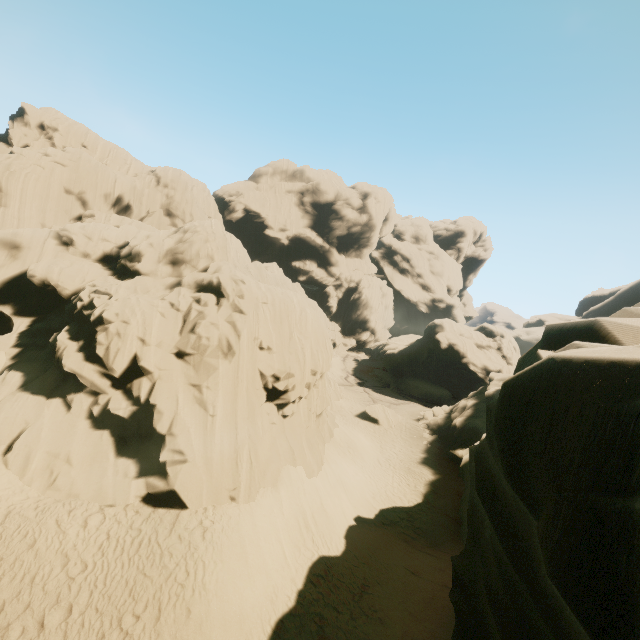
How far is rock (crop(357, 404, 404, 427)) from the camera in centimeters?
3212cm

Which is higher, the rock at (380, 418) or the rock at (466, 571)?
the rock at (466, 571)

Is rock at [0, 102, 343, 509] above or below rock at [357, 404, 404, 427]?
above

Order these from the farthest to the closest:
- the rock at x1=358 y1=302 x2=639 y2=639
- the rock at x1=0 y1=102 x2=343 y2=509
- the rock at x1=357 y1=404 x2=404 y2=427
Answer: the rock at x1=357 y1=404 x2=404 y2=427, the rock at x1=0 y1=102 x2=343 y2=509, the rock at x1=358 y1=302 x2=639 y2=639

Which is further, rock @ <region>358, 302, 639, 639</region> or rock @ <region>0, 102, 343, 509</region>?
rock @ <region>0, 102, 343, 509</region>

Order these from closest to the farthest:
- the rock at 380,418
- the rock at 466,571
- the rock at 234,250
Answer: the rock at 466,571 < the rock at 234,250 < the rock at 380,418

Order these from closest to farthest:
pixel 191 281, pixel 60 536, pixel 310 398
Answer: pixel 60 536 < pixel 310 398 < pixel 191 281
